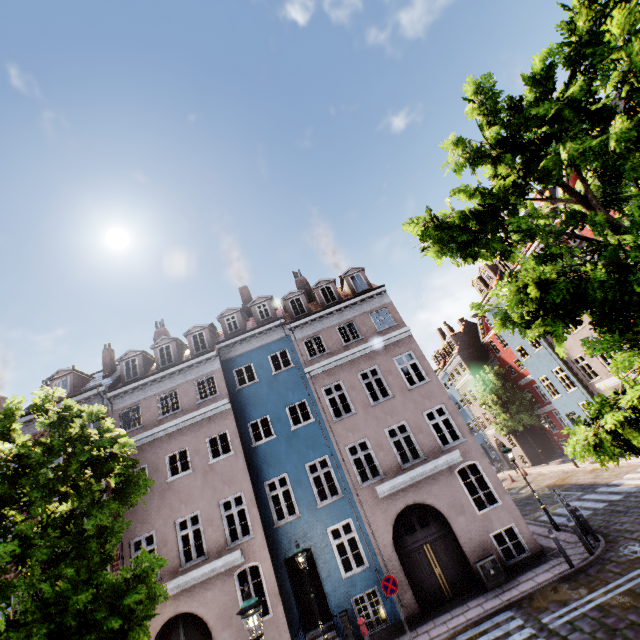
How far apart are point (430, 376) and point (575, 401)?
14.8 meters

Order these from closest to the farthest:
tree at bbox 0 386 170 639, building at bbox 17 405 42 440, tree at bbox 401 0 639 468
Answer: tree at bbox 401 0 639 468 → tree at bbox 0 386 170 639 → building at bbox 17 405 42 440

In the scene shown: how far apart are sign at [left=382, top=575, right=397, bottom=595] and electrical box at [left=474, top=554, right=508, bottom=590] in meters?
3.4

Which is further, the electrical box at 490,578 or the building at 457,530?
the building at 457,530

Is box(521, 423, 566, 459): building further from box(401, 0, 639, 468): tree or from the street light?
box(401, 0, 639, 468): tree

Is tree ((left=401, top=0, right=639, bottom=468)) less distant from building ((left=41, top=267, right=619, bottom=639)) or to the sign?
Result: building ((left=41, top=267, right=619, bottom=639))

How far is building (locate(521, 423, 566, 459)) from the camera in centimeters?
3114cm

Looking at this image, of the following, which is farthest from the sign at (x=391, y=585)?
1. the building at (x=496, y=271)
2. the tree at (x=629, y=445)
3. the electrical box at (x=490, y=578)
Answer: the tree at (x=629, y=445)
